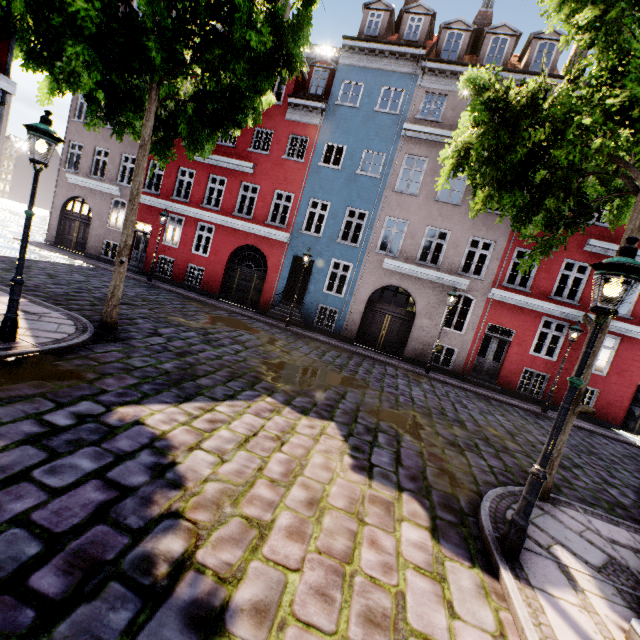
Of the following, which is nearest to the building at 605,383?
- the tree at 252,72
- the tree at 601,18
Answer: the tree at 601,18

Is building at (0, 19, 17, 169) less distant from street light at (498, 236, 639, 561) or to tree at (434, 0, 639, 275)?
tree at (434, 0, 639, 275)

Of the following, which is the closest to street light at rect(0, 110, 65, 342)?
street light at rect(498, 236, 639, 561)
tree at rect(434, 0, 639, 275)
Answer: tree at rect(434, 0, 639, 275)

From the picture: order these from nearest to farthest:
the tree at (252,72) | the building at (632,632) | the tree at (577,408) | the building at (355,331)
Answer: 1. the building at (632,632)
2. the tree at (252,72)
3. the tree at (577,408)
4. the building at (355,331)

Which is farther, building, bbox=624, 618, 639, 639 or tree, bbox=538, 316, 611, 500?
tree, bbox=538, 316, 611, 500

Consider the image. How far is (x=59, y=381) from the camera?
5.0 meters

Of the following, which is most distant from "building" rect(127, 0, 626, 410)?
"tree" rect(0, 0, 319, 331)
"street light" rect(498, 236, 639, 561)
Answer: "tree" rect(0, 0, 319, 331)

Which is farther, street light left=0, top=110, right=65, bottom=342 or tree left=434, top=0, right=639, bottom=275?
street light left=0, top=110, right=65, bottom=342
